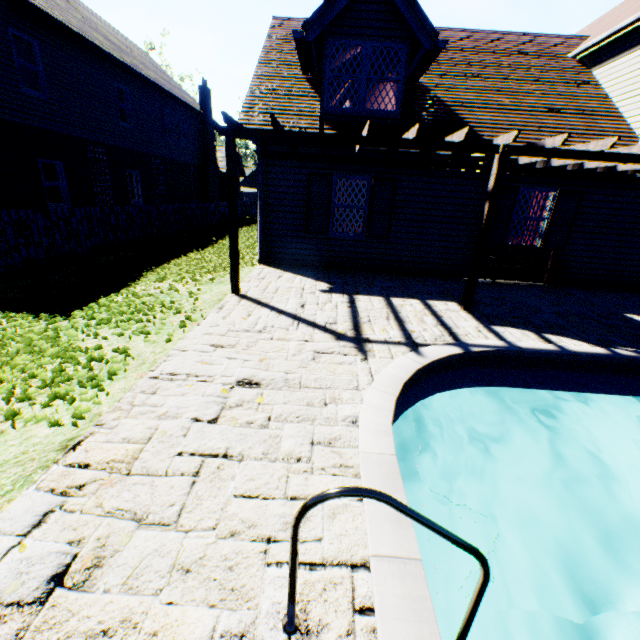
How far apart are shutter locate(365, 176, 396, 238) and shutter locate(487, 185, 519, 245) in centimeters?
256cm

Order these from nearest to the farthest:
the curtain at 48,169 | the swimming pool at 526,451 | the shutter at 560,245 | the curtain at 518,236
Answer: the swimming pool at 526,451, the shutter at 560,245, the curtain at 518,236, the curtain at 48,169

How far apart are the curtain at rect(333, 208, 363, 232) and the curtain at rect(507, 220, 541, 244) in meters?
4.1

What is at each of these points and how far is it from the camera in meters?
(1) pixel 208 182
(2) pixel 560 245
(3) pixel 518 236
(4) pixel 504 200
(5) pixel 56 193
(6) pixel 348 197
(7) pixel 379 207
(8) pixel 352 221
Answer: (1) chimney, 24.3 m
(2) shutter, 9.1 m
(3) curtain, 9.4 m
(4) shutter, 8.7 m
(5) curtain, 12.0 m
(6) curtain, 9.1 m
(7) shutter, 8.9 m
(8) curtain, 9.3 m

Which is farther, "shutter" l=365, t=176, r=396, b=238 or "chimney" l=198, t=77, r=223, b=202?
"chimney" l=198, t=77, r=223, b=202

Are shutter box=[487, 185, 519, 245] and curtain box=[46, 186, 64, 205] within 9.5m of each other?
no

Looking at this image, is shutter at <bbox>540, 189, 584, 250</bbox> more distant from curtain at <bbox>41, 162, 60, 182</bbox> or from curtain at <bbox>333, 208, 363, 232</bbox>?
curtain at <bbox>41, 162, 60, 182</bbox>

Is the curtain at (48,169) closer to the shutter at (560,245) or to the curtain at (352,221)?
the curtain at (352,221)
